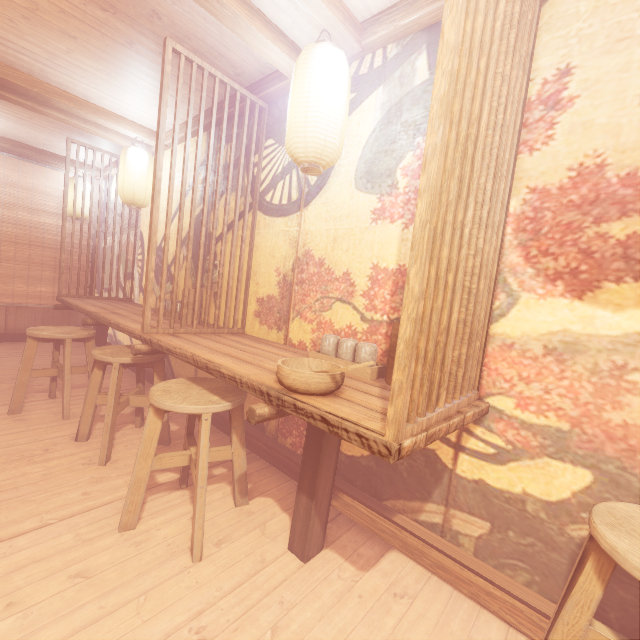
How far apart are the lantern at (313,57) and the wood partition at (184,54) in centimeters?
134cm

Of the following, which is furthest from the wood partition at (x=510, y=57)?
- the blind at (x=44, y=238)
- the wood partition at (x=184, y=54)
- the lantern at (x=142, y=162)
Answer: the blind at (x=44, y=238)

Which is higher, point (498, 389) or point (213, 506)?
point (498, 389)

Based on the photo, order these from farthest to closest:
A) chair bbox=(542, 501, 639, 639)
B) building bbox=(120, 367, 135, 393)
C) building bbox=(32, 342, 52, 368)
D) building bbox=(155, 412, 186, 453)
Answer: building bbox=(32, 342, 52, 368), building bbox=(120, 367, 135, 393), building bbox=(155, 412, 186, 453), chair bbox=(542, 501, 639, 639)

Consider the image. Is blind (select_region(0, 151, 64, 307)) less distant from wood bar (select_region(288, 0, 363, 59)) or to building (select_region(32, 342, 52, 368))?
building (select_region(32, 342, 52, 368))

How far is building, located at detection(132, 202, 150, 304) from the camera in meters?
7.8

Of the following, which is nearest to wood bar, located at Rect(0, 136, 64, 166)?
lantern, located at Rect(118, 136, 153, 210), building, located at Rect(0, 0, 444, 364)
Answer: building, located at Rect(0, 0, 444, 364)
